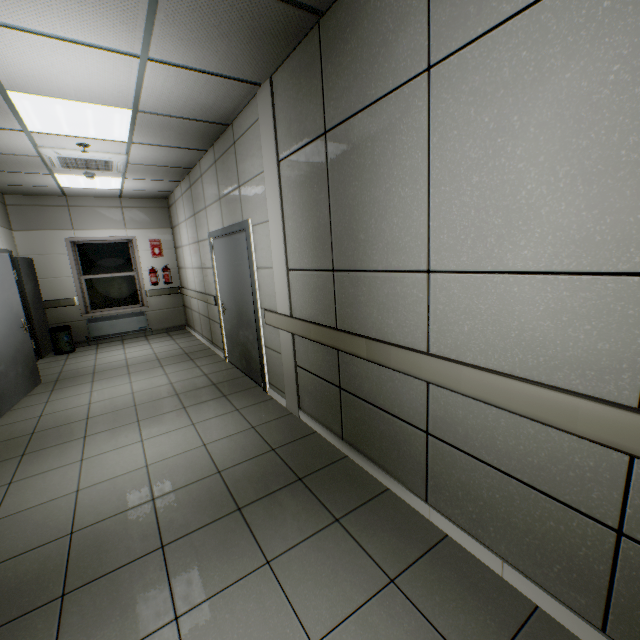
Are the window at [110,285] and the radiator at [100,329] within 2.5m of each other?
yes

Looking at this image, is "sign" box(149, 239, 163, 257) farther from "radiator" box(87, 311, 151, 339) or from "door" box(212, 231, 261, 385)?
"door" box(212, 231, 261, 385)

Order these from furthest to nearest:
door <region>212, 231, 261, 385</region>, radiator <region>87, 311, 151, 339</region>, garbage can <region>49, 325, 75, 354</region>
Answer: radiator <region>87, 311, 151, 339</region>, garbage can <region>49, 325, 75, 354</region>, door <region>212, 231, 261, 385</region>

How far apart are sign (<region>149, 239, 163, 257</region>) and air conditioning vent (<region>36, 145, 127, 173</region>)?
2.7m

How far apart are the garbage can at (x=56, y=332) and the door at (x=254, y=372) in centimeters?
400cm

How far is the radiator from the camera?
7.4m

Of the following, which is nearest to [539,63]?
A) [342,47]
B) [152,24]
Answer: [342,47]

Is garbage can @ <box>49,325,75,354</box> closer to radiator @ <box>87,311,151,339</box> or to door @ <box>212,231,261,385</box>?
radiator @ <box>87,311,151,339</box>
